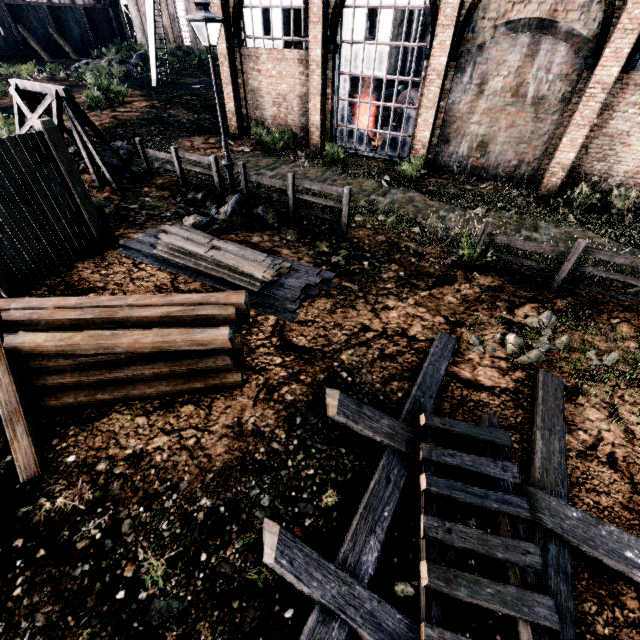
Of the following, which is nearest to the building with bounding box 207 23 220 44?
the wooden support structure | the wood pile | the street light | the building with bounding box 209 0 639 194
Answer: the building with bounding box 209 0 639 194

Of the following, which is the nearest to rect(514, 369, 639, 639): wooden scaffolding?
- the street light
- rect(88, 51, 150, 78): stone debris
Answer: the street light

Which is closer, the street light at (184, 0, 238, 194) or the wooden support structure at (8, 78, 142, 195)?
the street light at (184, 0, 238, 194)

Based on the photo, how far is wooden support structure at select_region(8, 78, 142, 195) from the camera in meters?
10.8 m

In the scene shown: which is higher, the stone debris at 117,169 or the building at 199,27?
the building at 199,27

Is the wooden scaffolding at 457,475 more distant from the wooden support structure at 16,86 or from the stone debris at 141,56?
the stone debris at 141,56

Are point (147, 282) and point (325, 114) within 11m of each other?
no

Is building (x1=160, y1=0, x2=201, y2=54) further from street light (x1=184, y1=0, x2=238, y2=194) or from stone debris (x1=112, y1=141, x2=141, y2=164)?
street light (x1=184, y1=0, x2=238, y2=194)
